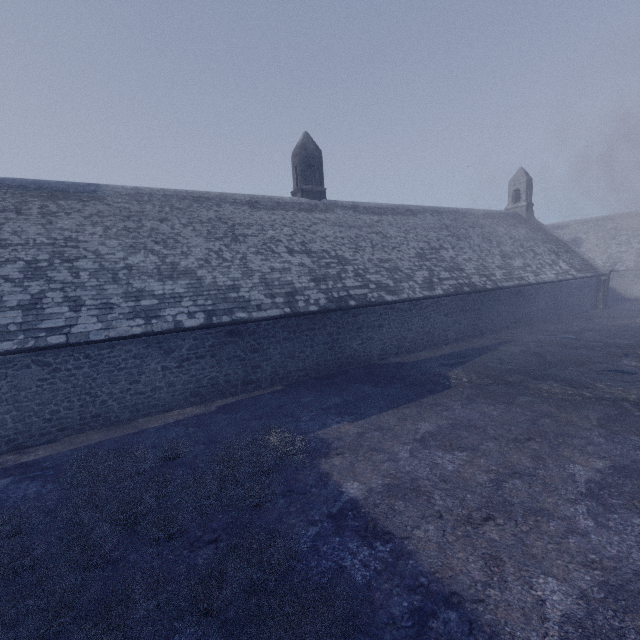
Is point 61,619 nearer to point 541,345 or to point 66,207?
point 66,207
